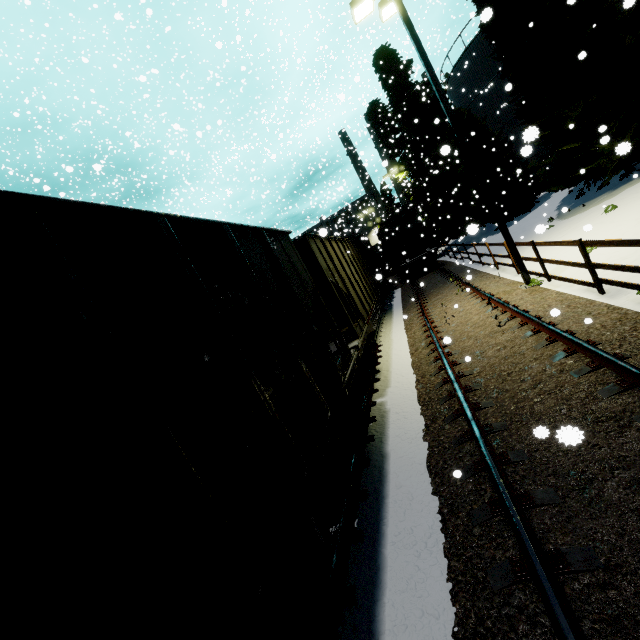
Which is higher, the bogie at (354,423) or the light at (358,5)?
the light at (358,5)

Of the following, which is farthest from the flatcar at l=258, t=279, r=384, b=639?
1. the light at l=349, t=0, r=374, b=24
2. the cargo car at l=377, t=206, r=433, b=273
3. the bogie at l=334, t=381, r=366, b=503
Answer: the cargo car at l=377, t=206, r=433, b=273

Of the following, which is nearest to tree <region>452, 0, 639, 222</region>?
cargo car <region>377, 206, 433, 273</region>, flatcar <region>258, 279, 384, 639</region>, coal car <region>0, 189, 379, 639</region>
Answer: cargo car <region>377, 206, 433, 273</region>

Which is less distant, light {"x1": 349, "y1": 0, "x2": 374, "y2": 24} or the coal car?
the coal car

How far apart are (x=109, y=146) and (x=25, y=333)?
30.5m

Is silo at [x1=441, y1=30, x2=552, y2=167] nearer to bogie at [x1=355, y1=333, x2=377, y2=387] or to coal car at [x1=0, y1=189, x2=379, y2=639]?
coal car at [x1=0, y1=189, x2=379, y2=639]

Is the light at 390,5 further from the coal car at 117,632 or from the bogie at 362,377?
the bogie at 362,377

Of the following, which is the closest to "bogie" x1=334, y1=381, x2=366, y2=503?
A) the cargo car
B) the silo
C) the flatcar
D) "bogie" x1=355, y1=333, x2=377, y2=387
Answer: the flatcar
